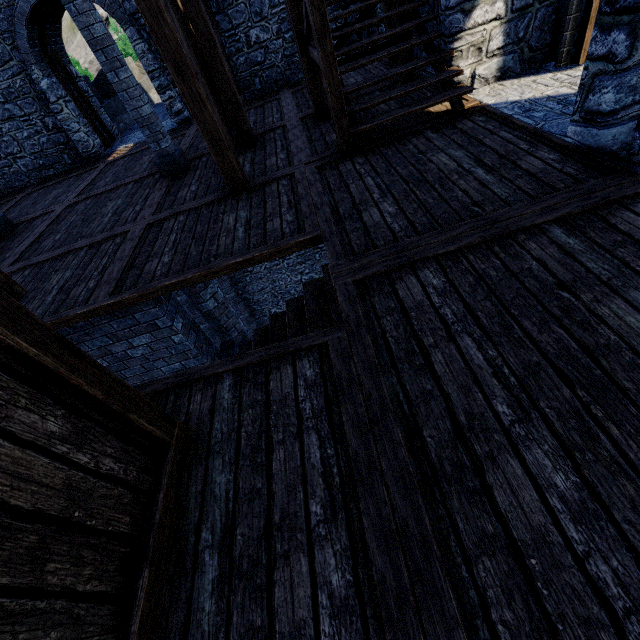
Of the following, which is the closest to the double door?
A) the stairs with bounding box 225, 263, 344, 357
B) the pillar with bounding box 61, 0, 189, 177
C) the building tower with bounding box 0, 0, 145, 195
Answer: the building tower with bounding box 0, 0, 145, 195

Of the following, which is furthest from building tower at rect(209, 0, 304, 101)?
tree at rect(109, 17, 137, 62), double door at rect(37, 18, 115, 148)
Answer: tree at rect(109, 17, 137, 62)

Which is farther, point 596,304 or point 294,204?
point 294,204

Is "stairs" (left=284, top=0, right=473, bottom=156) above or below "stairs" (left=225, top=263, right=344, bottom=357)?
above

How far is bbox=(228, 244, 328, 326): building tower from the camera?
15.0m

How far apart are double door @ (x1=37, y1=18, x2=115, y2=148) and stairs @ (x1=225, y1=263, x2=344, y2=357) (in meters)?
10.67

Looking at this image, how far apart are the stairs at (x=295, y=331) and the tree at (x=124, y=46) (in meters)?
29.85

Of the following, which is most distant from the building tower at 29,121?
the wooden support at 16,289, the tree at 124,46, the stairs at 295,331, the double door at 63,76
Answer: the tree at 124,46
